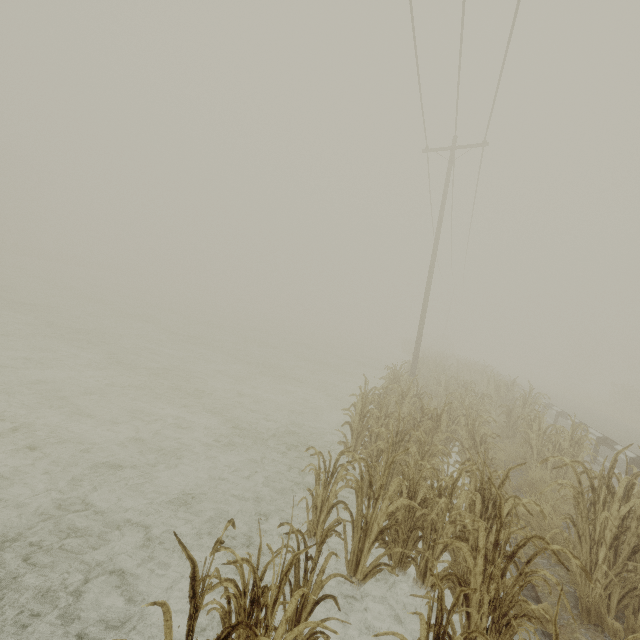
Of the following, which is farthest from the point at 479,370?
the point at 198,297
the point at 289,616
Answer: the point at 198,297

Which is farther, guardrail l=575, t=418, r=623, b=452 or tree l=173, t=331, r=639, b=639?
guardrail l=575, t=418, r=623, b=452

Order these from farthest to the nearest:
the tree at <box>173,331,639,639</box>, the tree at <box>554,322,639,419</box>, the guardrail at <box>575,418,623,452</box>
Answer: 1. the tree at <box>554,322,639,419</box>
2. the guardrail at <box>575,418,623,452</box>
3. the tree at <box>173,331,639,639</box>

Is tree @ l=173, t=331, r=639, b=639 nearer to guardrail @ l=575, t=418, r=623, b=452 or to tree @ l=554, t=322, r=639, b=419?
guardrail @ l=575, t=418, r=623, b=452

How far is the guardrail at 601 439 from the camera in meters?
9.7

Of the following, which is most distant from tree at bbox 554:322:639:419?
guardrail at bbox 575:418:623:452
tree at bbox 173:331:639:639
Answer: tree at bbox 173:331:639:639

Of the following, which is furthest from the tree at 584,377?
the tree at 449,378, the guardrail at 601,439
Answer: the tree at 449,378

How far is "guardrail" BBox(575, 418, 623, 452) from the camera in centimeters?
972cm
